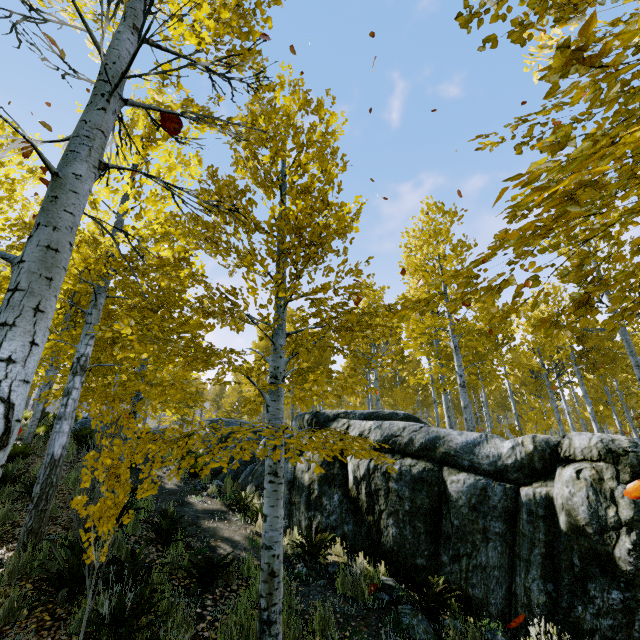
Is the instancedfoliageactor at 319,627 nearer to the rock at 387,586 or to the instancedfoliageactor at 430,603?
the rock at 387,586

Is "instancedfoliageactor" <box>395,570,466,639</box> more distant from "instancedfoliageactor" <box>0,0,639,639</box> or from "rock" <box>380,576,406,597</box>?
"instancedfoliageactor" <box>0,0,639,639</box>

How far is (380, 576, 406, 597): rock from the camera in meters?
5.1

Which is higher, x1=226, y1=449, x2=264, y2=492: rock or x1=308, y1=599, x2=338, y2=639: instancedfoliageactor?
x1=226, y1=449, x2=264, y2=492: rock

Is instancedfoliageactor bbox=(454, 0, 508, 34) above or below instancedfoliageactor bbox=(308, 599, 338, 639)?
above

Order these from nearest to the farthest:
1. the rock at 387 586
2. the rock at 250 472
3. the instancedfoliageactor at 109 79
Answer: the instancedfoliageactor at 109 79
the rock at 387 586
the rock at 250 472

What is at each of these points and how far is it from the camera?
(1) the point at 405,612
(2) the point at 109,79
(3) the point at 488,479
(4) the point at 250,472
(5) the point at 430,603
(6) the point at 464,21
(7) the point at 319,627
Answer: (1) rock, 4.6m
(2) instancedfoliageactor, 2.4m
(3) rock, 5.4m
(4) rock, 10.6m
(5) instancedfoliageactor, 4.7m
(6) instancedfoliageactor, 2.8m
(7) instancedfoliageactor, 3.7m

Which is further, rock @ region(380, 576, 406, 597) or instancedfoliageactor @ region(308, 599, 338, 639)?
rock @ region(380, 576, 406, 597)
